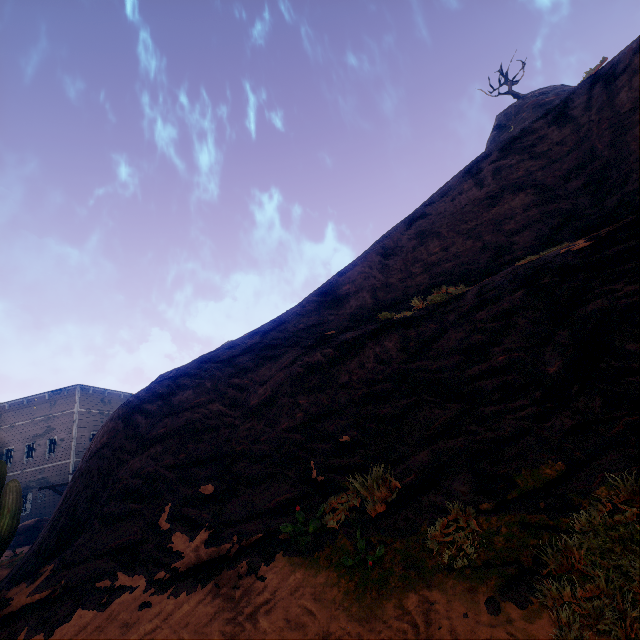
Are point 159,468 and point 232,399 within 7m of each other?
yes

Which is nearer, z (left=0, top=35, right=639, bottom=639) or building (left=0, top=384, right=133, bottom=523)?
z (left=0, top=35, right=639, bottom=639)

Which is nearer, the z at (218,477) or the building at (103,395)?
the z at (218,477)
